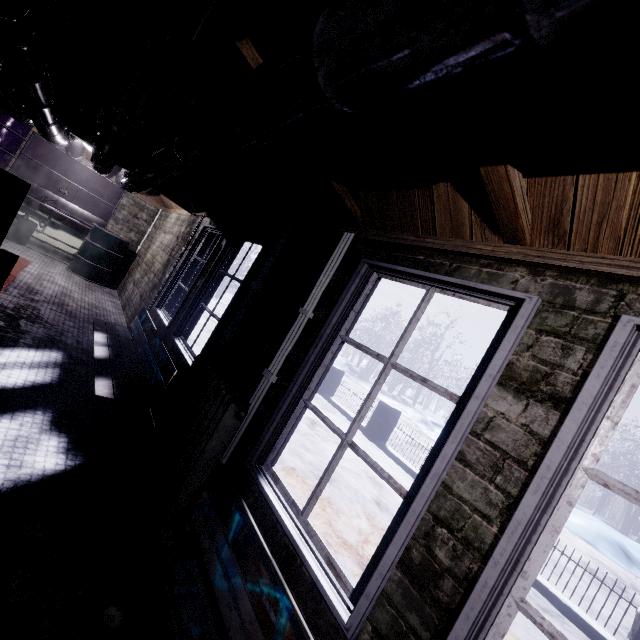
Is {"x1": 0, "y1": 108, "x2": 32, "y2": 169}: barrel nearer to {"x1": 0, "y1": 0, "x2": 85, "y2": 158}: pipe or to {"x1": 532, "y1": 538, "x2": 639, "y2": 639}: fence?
{"x1": 0, "y1": 0, "x2": 85, "y2": 158}: pipe

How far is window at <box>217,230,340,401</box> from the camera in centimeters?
205cm

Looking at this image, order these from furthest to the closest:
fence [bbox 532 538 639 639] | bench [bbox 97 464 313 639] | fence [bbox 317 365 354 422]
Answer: fence [bbox 317 365 354 422], fence [bbox 532 538 639 639], bench [bbox 97 464 313 639]

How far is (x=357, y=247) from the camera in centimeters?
190cm

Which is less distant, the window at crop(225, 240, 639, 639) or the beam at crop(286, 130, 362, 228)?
the window at crop(225, 240, 639, 639)

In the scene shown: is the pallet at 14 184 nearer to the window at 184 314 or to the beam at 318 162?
the beam at 318 162

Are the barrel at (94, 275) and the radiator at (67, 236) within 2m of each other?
yes

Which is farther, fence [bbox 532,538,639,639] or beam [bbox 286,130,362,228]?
fence [bbox 532,538,639,639]
